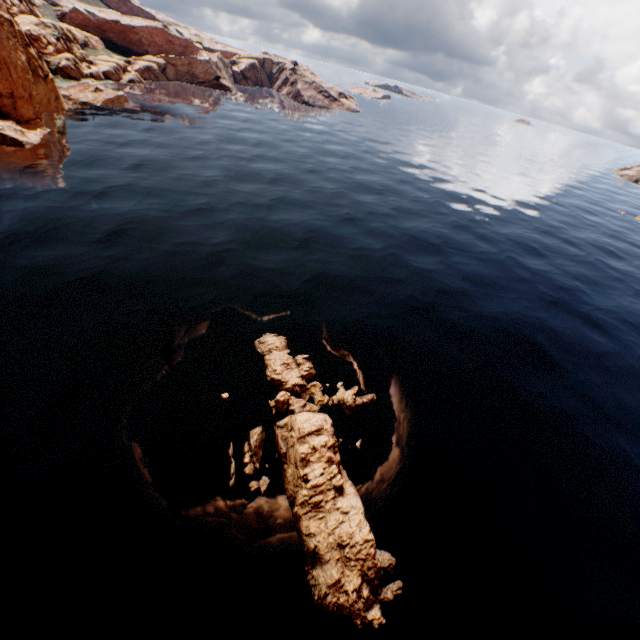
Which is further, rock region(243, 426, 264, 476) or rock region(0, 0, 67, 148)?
rock region(0, 0, 67, 148)

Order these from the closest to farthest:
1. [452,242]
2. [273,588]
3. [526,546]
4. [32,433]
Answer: [273,588] < [32,433] < [526,546] < [452,242]

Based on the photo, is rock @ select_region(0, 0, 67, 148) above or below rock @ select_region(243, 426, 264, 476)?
above

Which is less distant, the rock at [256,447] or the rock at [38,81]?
the rock at [256,447]

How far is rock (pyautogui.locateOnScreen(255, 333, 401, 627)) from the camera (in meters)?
14.09

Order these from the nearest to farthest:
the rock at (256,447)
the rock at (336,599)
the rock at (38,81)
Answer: the rock at (336,599)
the rock at (256,447)
the rock at (38,81)
